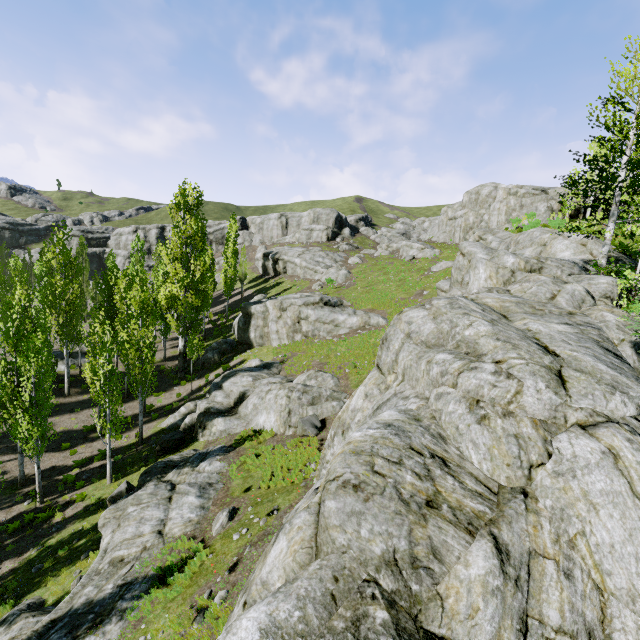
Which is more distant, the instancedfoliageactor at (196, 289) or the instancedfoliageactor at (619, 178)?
the instancedfoliageactor at (196, 289)

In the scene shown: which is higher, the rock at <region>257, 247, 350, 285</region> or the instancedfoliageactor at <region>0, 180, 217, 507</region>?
the rock at <region>257, 247, 350, 285</region>

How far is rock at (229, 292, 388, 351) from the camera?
28.1 meters

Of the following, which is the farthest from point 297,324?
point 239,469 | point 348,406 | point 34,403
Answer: point 348,406

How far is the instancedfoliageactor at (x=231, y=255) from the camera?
41.7 meters

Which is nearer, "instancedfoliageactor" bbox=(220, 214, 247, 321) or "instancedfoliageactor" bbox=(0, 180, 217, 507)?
"instancedfoliageactor" bbox=(0, 180, 217, 507)
